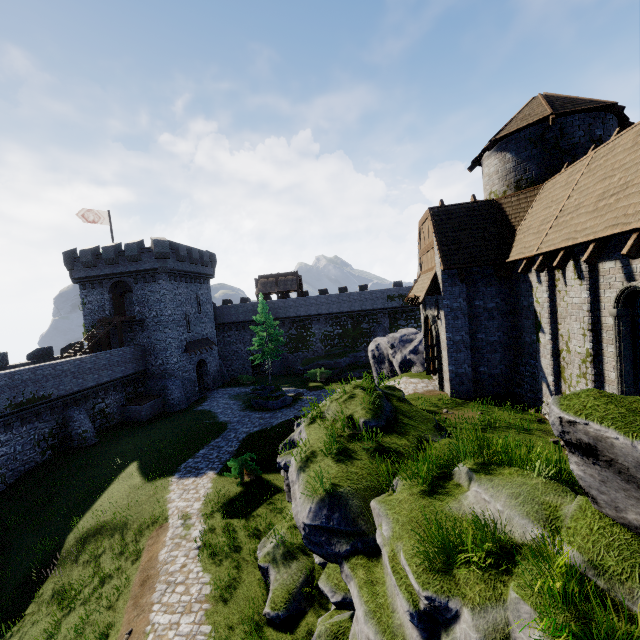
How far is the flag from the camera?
31.2m

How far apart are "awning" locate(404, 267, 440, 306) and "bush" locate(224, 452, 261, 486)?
11.41m

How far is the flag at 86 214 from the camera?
31.2 meters

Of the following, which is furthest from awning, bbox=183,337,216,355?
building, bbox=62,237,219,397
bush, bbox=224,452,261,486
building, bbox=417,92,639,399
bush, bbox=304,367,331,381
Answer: building, bbox=417,92,639,399

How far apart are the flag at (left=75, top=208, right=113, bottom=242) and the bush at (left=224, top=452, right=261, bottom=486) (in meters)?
27.84

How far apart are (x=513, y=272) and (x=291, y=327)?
33.73m

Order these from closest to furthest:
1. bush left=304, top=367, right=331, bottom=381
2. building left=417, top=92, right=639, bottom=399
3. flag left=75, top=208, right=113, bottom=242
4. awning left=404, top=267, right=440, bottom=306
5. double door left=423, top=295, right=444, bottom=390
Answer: building left=417, top=92, right=639, bottom=399 → awning left=404, top=267, right=440, bottom=306 → double door left=423, top=295, right=444, bottom=390 → flag left=75, top=208, right=113, bottom=242 → bush left=304, top=367, right=331, bottom=381

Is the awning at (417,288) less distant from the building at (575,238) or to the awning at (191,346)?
the building at (575,238)
